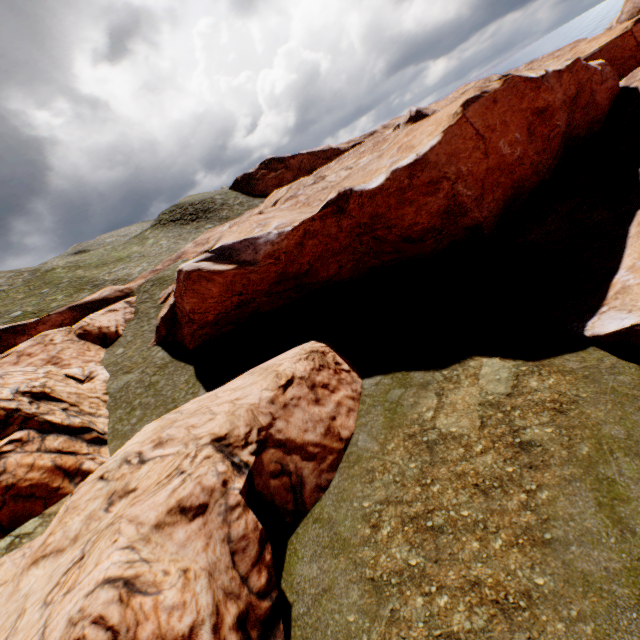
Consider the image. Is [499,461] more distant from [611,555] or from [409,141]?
[409,141]
